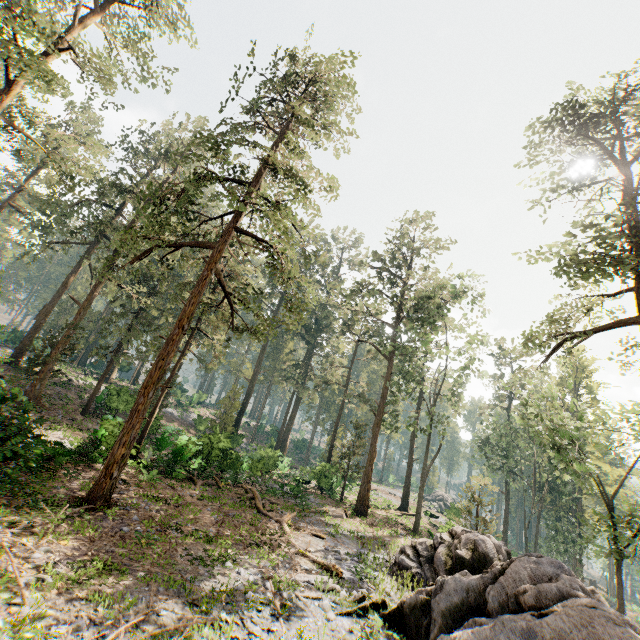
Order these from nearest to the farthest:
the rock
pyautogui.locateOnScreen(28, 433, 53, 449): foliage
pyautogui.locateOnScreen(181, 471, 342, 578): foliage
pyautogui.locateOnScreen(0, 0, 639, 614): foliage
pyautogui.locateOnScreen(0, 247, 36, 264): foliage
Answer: the rock, pyautogui.locateOnScreen(28, 433, 53, 449): foliage, pyautogui.locateOnScreen(181, 471, 342, 578): foliage, pyautogui.locateOnScreen(0, 0, 639, 614): foliage, pyautogui.locateOnScreen(0, 247, 36, 264): foliage

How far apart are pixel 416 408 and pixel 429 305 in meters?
16.5 m

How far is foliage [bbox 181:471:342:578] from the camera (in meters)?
12.78

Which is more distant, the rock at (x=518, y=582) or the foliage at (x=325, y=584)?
the foliage at (x=325, y=584)

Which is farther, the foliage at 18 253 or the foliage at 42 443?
the foliage at 18 253

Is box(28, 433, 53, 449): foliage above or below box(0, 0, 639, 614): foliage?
below

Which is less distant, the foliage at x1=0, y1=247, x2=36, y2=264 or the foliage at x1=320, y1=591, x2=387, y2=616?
the foliage at x1=320, y1=591, x2=387, y2=616
